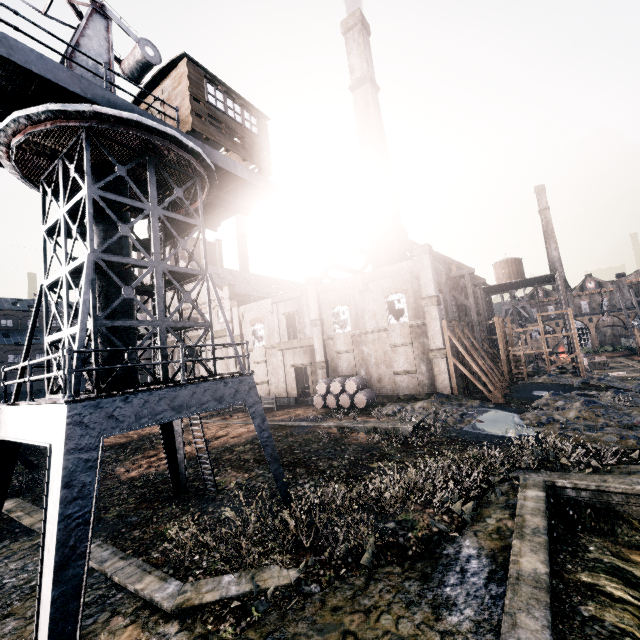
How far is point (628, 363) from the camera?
45.00m

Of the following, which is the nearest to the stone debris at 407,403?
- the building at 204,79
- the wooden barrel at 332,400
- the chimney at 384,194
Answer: the wooden barrel at 332,400

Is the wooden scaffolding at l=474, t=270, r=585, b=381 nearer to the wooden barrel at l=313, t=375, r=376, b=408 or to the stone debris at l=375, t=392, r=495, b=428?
the stone debris at l=375, t=392, r=495, b=428

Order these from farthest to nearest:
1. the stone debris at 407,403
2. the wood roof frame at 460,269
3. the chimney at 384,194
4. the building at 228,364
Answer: the building at 228,364 < the chimney at 384,194 < the wood roof frame at 460,269 < the stone debris at 407,403

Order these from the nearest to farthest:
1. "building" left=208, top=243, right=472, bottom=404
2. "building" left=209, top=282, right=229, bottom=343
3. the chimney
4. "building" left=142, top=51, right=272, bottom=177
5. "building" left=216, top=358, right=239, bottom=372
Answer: "building" left=142, top=51, right=272, bottom=177
"building" left=208, top=243, right=472, bottom=404
the chimney
"building" left=216, top=358, right=239, bottom=372
"building" left=209, top=282, right=229, bottom=343

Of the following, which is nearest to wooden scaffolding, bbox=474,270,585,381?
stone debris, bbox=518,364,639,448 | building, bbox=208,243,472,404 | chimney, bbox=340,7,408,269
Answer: building, bbox=208,243,472,404

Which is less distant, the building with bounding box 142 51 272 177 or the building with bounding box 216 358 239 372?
the building with bounding box 142 51 272 177

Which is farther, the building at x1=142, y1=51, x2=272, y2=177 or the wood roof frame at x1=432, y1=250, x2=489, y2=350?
the wood roof frame at x1=432, y1=250, x2=489, y2=350
